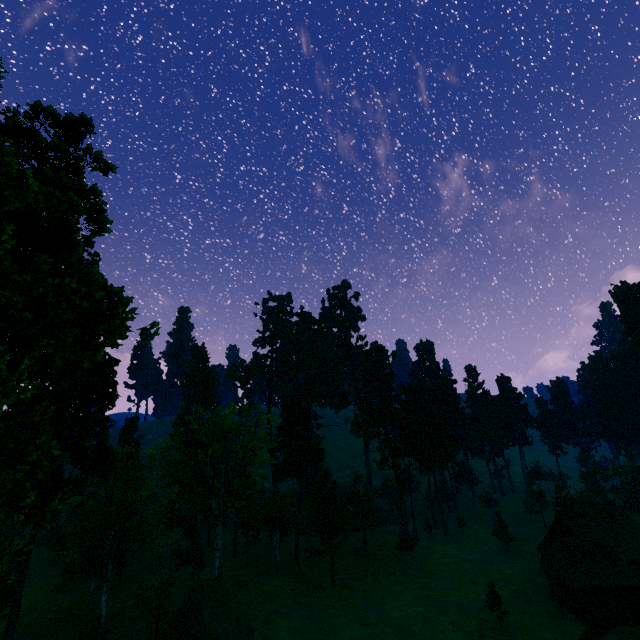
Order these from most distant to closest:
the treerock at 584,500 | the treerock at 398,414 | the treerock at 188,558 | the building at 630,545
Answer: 1. the treerock at 398,414
2. the treerock at 584,500
3. the building at 630,545
4. the treerock at 188,558

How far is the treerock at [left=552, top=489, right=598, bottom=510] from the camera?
54.50m

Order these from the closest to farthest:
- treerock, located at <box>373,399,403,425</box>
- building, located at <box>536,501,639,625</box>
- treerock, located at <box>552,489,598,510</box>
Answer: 1. building, located at <box>536,501,639,625</box>
2. treerock, located at <box>552,489,598,510</box>
3. treerock, located at <box>373,399,403,425</box>

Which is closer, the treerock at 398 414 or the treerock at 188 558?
the treerock at 188 558

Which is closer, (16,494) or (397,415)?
(16,494)

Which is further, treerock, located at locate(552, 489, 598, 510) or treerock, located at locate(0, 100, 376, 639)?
treerock, located at locate(552, 489, 598, 510)

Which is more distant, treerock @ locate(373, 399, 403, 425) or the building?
treerock @ locate(373, 399, 403, 425)
